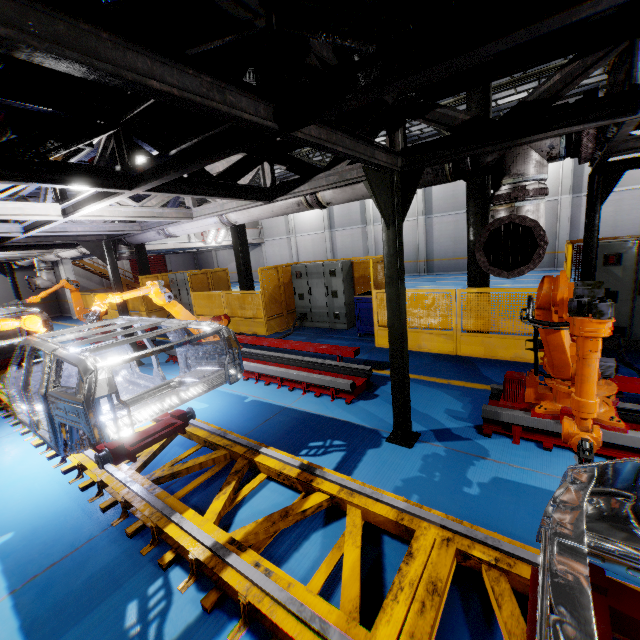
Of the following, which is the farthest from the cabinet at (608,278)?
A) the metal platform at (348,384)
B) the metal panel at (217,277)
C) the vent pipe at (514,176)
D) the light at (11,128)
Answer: the light at (11,128)

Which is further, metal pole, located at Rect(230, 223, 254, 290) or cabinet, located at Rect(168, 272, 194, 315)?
cabinet, located at Rect(168, 272, 194, 315)

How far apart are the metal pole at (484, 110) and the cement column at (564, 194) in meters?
14.5 m

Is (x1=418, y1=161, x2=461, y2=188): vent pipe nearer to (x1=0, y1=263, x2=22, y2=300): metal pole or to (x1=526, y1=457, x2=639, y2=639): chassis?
(x1=0, y1=263, x2=22, y2=300): metal pole

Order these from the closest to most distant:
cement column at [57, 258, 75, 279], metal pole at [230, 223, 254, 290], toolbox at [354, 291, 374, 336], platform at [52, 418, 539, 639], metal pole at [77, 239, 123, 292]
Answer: platform at [52, 418, 539, 639]
metal pole at [77, 239, 123, 292]
toolbox at [354, 291, 374, 336]
metal pole at [230, 223, 254, 290]
cement column at [57, 258, 75, 279]

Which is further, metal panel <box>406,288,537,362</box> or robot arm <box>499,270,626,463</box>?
metal panel <box>406,288,537,362</box>

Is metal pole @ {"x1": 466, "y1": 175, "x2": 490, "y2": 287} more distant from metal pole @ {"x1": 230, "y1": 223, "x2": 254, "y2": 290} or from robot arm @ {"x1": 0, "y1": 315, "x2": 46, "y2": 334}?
robot arm @ {"x1": 0, "y1": 315, "x2": 46, "y2": 334}

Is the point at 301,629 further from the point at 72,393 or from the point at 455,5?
the point at 455,5
